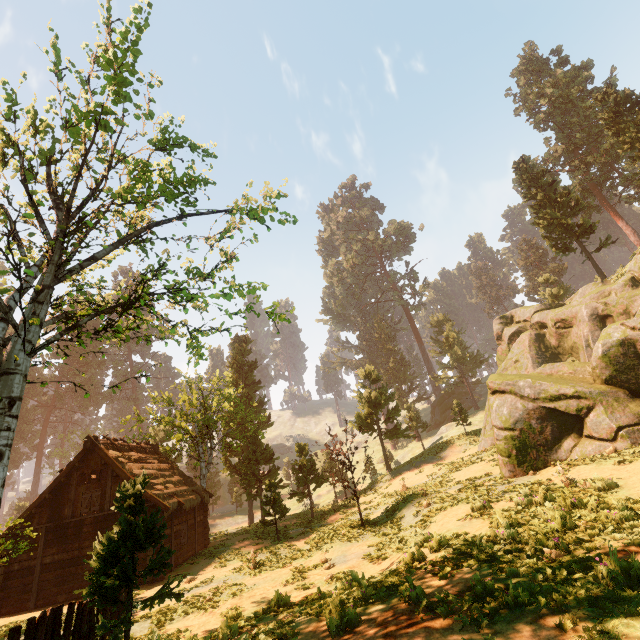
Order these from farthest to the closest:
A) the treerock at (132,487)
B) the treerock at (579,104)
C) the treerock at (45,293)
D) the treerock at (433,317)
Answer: the treerock at (433,317) → the treerock at (579,104) → the treerock at (45,293) → the treerock at (132,487)

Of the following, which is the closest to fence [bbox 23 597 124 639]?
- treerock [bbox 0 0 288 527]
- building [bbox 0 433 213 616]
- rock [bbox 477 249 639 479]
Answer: treerock [bbox 0 0 288 527]

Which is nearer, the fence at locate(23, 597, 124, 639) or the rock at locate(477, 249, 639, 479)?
the fence at locate(23, 597, 124, 639)

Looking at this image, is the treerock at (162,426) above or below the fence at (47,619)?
above

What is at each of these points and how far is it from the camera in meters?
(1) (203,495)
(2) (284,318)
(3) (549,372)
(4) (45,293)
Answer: (1) building, 24.2
(2) treerock, 11.6
(3) rock, 18.8
(4) treerock, 8.6

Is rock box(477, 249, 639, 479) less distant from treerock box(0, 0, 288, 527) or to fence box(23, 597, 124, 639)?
treerock box(0, 0, 288, 527)

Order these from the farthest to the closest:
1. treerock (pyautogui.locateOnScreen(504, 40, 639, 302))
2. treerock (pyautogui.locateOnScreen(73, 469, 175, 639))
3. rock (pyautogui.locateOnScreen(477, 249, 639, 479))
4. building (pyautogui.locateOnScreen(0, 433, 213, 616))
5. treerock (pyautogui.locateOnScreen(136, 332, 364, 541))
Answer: treerock (pyautogui.locateOnScreen(504, 40, 639, 302)) < treerock (pyautogui.locateOnScreen(136, 332, 364, 541)) < building (pyautogui.locateOnScreen(0, 433, 213, 616)) < rock (pyautogui.locateOnScreen(477, 249, 639, 479)) < treerock (pyautogui.locateOnScreen(73, 469, 175, 639))
